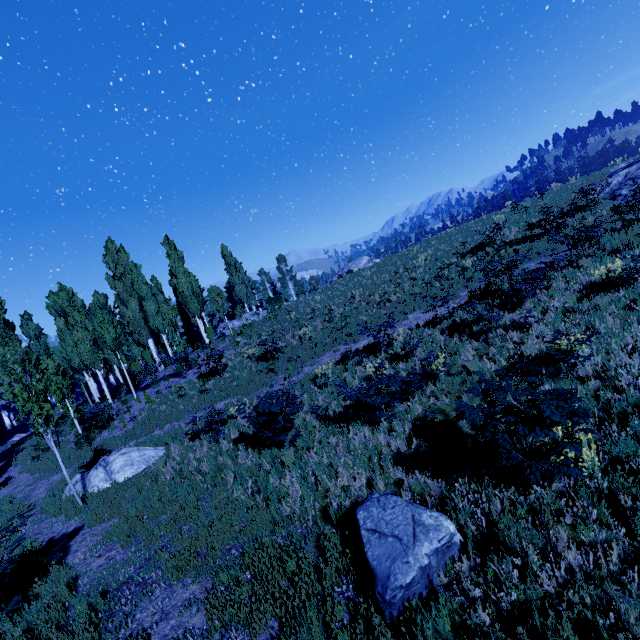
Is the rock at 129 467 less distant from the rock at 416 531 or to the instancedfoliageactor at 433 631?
the instancedfoliageactor at 433 631

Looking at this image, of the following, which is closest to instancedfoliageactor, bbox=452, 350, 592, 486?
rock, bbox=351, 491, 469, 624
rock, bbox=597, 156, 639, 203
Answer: rock, bbox=351, 491, 469, 624

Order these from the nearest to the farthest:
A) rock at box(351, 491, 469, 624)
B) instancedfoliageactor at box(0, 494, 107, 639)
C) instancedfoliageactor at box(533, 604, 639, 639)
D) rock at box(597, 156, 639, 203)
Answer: instancedfoliageactor at box(533, 604, 639, 639)
rock at box(351, 491, 469, 624)
instancedfoliageactor at box(0, 494, 107, 639)
rock at box(597, 156, 639, 203)

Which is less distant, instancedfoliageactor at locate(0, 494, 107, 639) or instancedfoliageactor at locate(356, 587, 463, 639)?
instancedfoliageactor at locate(356, 587, 463, 639)

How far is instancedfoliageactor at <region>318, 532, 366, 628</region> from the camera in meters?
4.3 m

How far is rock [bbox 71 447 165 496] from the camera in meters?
11.3 m

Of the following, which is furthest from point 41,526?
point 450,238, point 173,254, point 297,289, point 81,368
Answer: point 297,289

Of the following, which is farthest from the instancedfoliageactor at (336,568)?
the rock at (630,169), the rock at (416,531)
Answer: the rock at (630,169)
